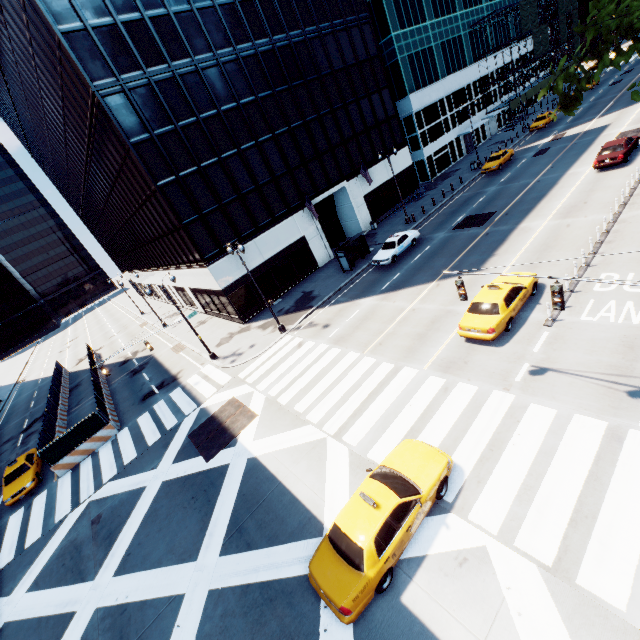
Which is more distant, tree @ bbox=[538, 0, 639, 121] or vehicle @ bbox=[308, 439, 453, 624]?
vehicle @ bbox=[308, 439, 453, 624]

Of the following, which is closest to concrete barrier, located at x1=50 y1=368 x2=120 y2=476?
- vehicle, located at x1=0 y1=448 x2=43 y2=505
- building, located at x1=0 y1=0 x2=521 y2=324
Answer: vehicle, located at x1=0 y1=448 x2=43 y2=505

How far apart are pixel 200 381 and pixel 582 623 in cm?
2235

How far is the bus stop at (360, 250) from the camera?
28.2m

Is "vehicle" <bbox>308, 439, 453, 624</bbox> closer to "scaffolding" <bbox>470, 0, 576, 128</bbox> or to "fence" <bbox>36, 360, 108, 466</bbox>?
"fence" <bbox>36, 360, 108, 466</bbox>

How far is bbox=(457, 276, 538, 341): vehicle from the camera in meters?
14.0 m

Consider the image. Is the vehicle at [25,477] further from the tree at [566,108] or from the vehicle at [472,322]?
the tree at [566,108]

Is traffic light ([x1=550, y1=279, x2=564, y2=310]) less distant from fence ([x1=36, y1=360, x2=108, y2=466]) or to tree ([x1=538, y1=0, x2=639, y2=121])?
tree ([x1=538, y1=0, x2=639, y2=121])
